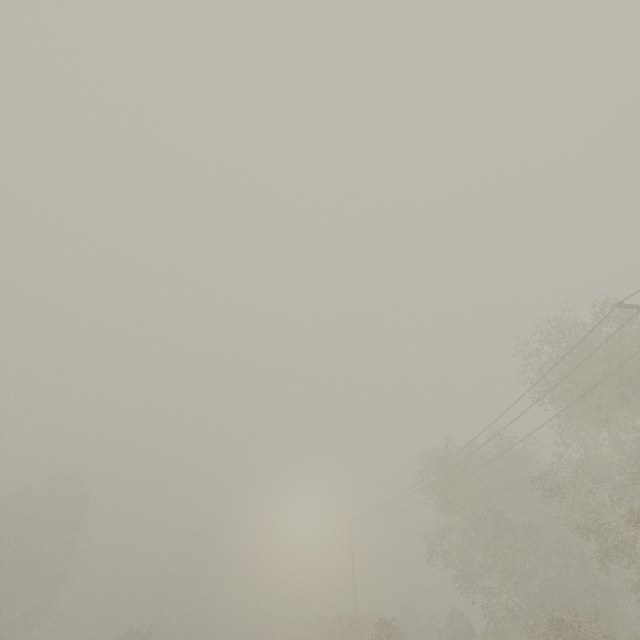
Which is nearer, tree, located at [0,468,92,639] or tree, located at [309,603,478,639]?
tree, located at [309,603,478,639]

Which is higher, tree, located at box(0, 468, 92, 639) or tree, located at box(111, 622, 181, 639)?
tree, located at box(0, 468, 92, 639)

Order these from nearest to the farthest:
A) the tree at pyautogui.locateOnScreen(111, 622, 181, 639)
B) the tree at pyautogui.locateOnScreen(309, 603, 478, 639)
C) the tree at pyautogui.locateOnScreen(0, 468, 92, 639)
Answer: the tree at pyautogui.locateOnScreen(309, 603, 478, 639) → the tree at pyautogui.locateOnScreen(111, 622, 181, 639) → the tree at pyautogui.locateOnScreen(0, 468, 92, 639)

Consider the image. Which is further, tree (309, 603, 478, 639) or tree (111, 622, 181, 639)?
tree (111, 622, 181, 639)

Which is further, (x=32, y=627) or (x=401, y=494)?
(x=32, y=627)

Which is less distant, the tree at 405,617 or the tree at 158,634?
the tree at 405,617
